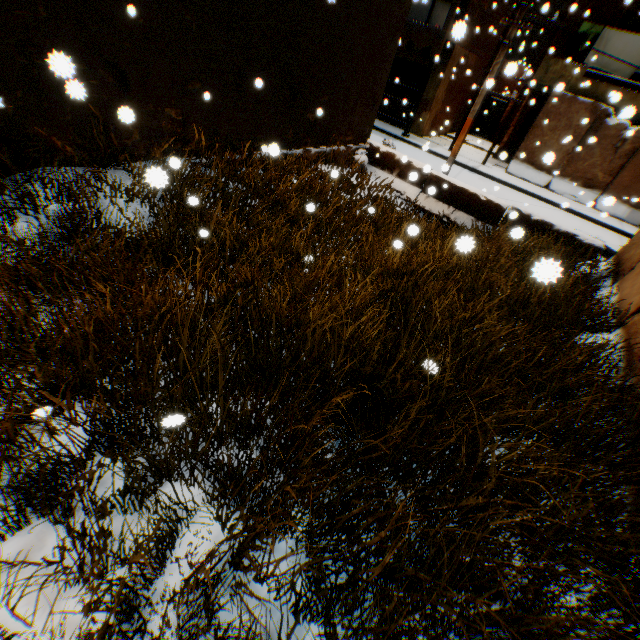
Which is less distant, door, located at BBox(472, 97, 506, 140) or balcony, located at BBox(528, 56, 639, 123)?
balcony, located at BBox(528, 56, 639, 123)

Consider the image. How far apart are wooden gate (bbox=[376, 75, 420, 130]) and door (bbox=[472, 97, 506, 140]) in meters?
8.0

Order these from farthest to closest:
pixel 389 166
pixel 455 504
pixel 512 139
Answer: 1. pixel 512 139
2. pixel 389 166
3. pixel 455 504

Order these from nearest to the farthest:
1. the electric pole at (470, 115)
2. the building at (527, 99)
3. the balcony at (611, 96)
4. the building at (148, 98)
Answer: the building at (148, 98)
the electric pole at (470, 115)
the balcony at (611, 96)
the building at (527, 99)

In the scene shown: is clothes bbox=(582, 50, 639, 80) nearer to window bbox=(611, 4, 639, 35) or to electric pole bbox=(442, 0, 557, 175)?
window bbox=(611, 4, 639, 35)

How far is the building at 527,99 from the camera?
16.22m

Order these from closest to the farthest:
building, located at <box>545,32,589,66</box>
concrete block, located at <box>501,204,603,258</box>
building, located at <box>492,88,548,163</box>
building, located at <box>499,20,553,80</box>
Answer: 1. concrete block, located at <box>501,204,603,258</box>
2. building, located at <box>545,32,589,66</box>
3. building, located at <box>492,88,548,163</box>
4. building, located at <box>499,20,553,80</box>

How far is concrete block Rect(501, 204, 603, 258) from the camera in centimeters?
810cm
